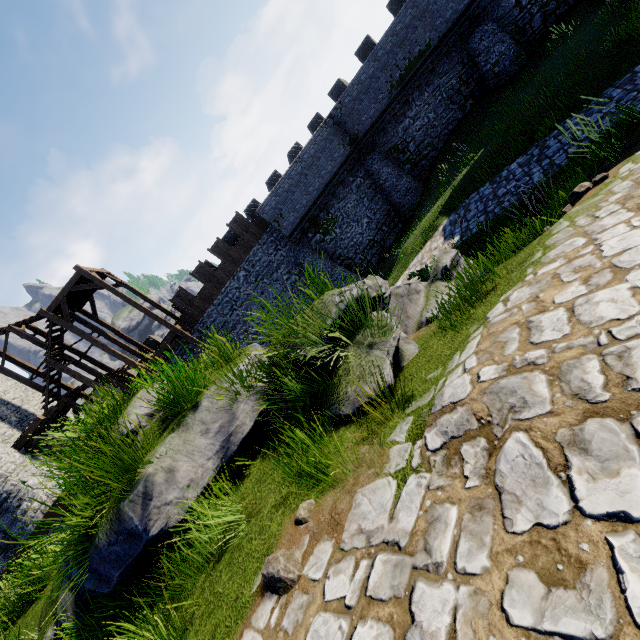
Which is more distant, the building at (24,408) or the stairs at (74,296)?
the building at (24,408)

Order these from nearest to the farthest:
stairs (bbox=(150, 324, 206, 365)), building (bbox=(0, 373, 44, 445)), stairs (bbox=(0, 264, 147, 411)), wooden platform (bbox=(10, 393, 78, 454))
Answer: wooden platform (bbox=(10, 393, 78, 454))
stairs (bbox=(0, 264, 147, 411))
building (bbox=(0, 373, 44, 445))
stairs (bbox=(150, 324, 206, 365))

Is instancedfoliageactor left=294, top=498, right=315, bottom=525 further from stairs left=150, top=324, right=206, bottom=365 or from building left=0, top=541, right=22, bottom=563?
building left=0, top=541, right=22, bottom=563

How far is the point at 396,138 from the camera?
21.69m

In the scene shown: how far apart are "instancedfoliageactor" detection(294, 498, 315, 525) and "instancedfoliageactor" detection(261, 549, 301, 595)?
0.3 meters

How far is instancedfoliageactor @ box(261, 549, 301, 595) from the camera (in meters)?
2.16

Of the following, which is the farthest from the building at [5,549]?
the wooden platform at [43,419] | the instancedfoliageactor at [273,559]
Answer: the instancedfoliageactor at [273,559]

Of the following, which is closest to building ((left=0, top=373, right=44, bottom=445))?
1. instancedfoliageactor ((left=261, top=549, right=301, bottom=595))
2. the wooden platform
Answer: the wooden platform
